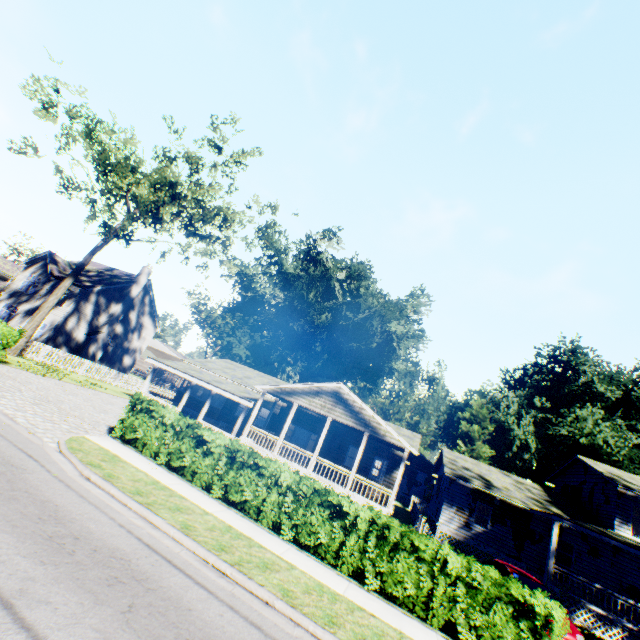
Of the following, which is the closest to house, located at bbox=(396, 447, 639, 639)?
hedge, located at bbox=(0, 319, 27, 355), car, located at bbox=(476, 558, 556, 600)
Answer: car, located at bbox=(476, 558, 556, 600)

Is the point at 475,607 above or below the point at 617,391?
below

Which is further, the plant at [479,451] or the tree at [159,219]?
the plant at [479,451]

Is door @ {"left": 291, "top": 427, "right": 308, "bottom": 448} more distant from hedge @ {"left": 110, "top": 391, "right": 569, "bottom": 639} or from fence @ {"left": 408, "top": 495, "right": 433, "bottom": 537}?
hedge @ {"left": 110, "top": 391, "right": 569, "bottom": 639}

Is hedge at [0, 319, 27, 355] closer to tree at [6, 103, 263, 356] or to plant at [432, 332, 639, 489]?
tree at [6, 103, 263, 356]

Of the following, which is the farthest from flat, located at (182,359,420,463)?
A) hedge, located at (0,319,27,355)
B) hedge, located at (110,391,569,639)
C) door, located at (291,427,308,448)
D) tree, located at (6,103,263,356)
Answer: hedge, located at (0,319,27,355)

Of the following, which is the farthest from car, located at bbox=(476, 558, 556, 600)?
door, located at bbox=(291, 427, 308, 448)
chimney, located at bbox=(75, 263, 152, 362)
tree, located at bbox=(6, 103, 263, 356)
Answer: chimney, located at bbox=(75, 263, 152, 362)

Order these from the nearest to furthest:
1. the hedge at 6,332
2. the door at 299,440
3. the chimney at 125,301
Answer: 1. the hedge at 6,332
2. the door at 299,440
3. the chimney at 125,301
